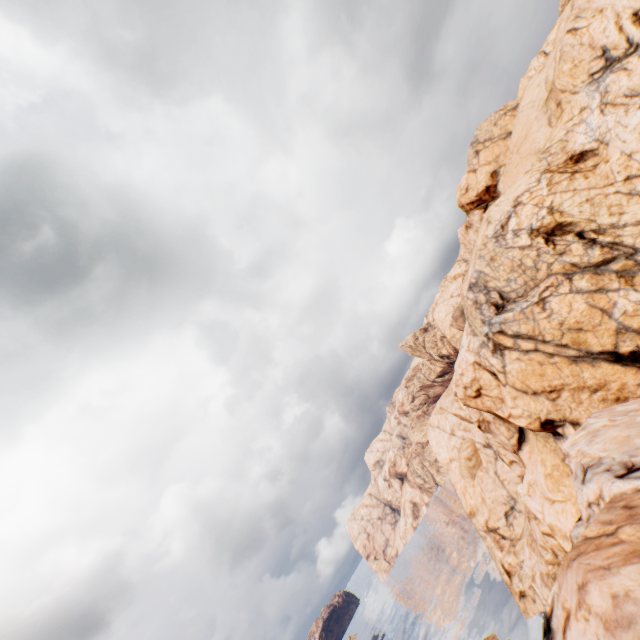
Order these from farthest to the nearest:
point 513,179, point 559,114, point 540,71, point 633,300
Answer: point 513,179, point 540,71, point 559,114, point 633,300
